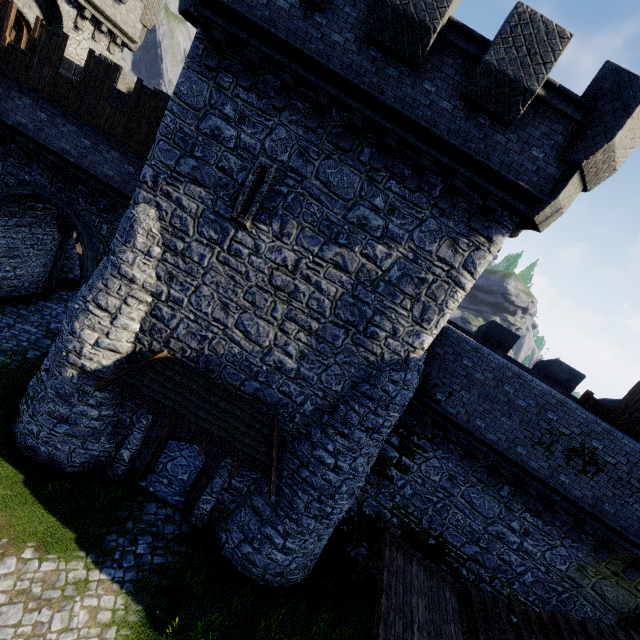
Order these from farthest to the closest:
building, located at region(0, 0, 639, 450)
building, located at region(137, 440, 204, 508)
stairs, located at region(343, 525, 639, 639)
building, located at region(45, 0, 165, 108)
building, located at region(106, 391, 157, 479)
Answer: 1. building, located at region(45, 0, 165, 108)
2. building, located at region(137, 440, 204, 508)
3. building, located at region(106, 391, 157, 479)
4. stairs, located at region(343, 525, 639, 639)
5. building, located at region(0, 0, 639, 450)

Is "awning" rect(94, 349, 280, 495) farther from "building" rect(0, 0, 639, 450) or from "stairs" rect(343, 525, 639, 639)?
"stairs" rect(343, 525, 639, 639)

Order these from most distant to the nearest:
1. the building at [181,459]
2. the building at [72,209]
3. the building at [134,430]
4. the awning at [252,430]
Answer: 1. the building at [181,459]
2. the building at [134,430]
3. the awning at [252,430]
4. the building at [72,209]

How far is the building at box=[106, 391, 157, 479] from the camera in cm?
1091

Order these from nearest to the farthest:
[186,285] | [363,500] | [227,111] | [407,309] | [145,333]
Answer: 1. [227,111]
2. [407,309]
3. [186,285]
4. [145,333]
5. [363,500]

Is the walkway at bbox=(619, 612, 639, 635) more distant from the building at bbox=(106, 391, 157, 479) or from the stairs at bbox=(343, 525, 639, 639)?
the building at bbox=(106, 391, 157, 479)

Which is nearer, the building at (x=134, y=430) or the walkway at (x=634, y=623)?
the walkway at (x=634, y=623)
